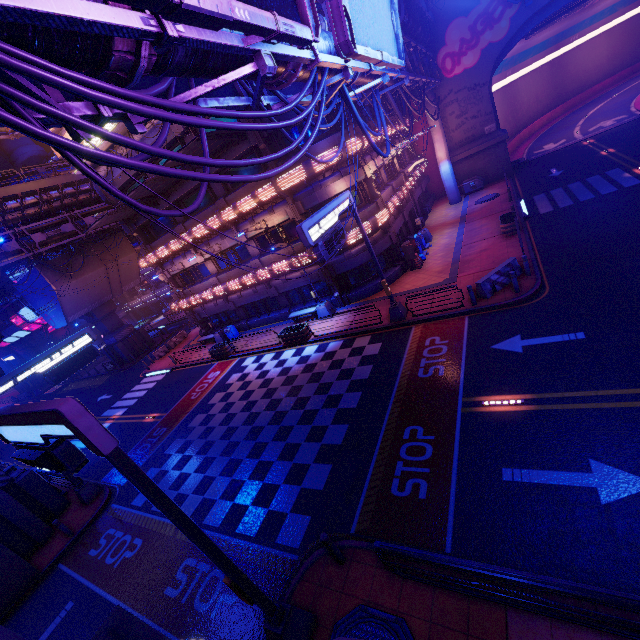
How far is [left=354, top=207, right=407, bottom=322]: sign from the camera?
15.8m

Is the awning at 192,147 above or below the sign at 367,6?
above

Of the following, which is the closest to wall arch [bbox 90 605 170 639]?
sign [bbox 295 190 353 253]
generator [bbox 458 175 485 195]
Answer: sign [bbox 295 190 353 253]

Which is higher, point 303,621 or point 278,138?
point 278,138

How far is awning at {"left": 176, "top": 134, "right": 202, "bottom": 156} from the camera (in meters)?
15.98

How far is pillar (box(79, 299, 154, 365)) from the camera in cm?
3847

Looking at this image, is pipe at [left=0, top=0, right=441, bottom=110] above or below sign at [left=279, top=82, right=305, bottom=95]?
below

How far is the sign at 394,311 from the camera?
15.8 meters
